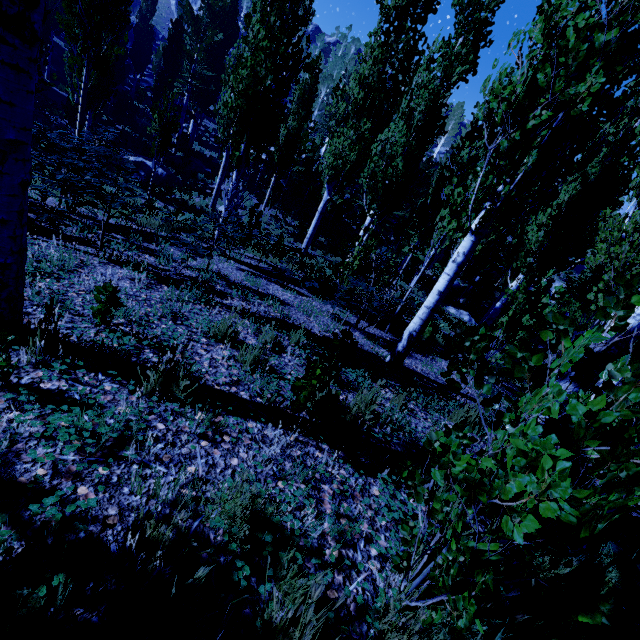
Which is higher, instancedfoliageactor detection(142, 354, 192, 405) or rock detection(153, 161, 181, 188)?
instancedfoliageactor detection(142, 354, 192, 405)

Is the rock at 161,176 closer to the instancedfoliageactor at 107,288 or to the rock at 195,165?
the instancedfoliageactor at 107,288

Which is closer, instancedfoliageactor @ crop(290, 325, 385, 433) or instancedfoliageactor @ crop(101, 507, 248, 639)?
instancedfoliageactor @ crop(101, 507, 248, 639)

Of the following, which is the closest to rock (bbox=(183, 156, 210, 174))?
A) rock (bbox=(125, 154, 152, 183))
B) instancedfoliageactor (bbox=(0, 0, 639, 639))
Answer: instancedfoliageactor (bbox=(0, 0, 639, 639))

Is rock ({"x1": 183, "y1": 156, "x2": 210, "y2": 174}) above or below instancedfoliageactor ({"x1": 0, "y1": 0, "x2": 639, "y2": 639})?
below

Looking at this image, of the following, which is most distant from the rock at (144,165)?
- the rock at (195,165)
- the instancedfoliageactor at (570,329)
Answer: the rock at (195,165)

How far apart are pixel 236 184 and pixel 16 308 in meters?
7.8 m

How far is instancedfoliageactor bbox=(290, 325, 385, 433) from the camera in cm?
213
